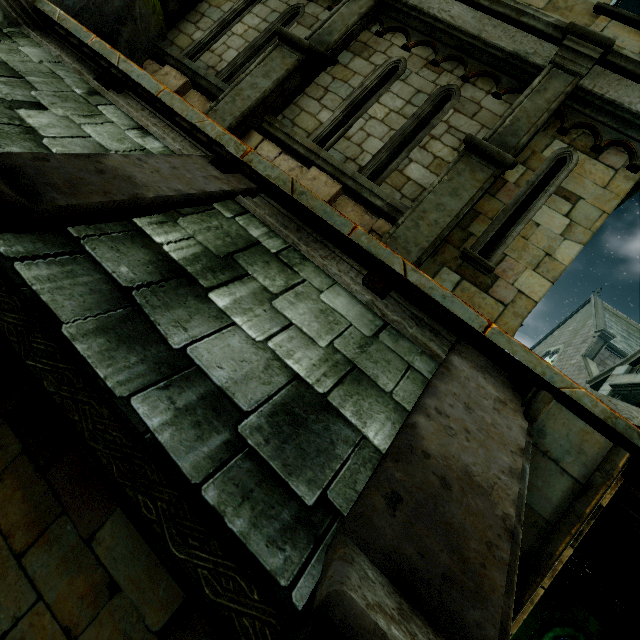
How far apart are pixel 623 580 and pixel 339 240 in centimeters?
745cm

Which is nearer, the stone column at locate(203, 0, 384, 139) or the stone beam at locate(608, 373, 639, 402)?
the stone column at locate(203, 0, 384, 139)

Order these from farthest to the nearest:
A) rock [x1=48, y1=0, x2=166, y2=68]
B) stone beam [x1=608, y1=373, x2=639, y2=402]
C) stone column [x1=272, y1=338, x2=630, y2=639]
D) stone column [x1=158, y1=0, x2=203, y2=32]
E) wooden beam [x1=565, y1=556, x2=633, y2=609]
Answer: stone beam [x1=608, y1=373, x2=639, y2=402] < wooden beam [x1=565, y1=556, x2=633, y2=609] < stone column [x1=158, y1=0, x2=203, y2=32] < rock [x1=48, y1=0, x2=166, y2=68] < stone column [x1=272, y1=338, x2=630, y2=639]

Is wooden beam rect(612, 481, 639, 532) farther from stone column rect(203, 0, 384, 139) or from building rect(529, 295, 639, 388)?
building rect(529, 295, 639, 388)

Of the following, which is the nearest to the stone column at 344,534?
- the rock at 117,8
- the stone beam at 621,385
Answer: the stone beam at 621,385

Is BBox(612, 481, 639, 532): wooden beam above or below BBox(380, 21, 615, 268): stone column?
below

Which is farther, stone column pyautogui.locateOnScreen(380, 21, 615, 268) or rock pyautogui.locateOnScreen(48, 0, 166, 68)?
rock pyautogui.locateOnScreen(48, 0, 166, 68)

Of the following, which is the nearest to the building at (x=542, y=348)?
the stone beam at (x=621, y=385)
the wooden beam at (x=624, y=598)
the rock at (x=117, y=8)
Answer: the wooden beam at (x=624, y=598)
